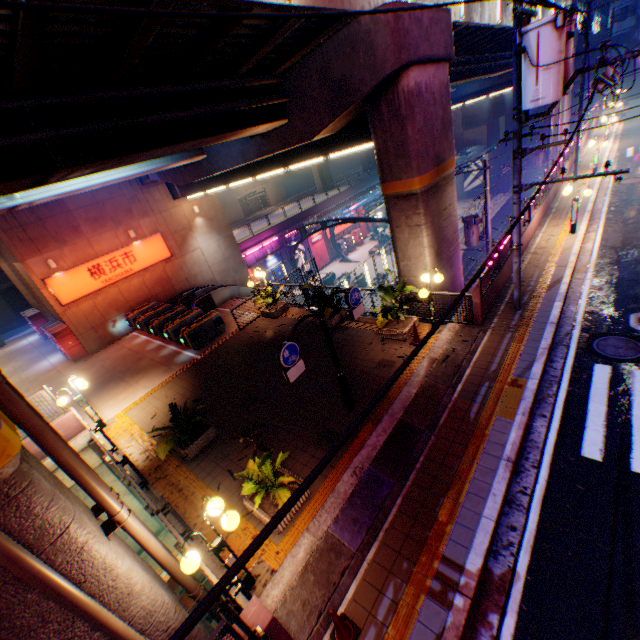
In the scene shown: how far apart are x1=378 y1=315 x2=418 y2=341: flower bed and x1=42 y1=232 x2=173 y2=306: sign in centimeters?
1586cm

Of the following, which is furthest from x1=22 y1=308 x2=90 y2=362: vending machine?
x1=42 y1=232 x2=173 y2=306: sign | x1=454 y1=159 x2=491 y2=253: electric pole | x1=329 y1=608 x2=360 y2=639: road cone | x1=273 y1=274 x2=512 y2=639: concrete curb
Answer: x1=454 y1=159 x2=491 y2=253: electric pole

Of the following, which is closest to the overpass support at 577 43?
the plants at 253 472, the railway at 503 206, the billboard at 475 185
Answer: the plants at 253 472

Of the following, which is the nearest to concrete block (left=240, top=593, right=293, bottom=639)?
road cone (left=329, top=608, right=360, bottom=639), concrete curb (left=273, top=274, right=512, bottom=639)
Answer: concrete curb (left=273, top=274, right=512, bottom=639)

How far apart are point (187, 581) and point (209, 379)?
7.5m

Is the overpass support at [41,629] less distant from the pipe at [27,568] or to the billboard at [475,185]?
the pipe at [27,568]

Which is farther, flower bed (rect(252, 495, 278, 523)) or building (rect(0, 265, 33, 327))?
building (rect(0, 265, 33, 327))

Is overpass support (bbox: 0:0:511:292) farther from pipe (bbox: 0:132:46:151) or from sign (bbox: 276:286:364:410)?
sign (bbox: 276:286:364:410)
